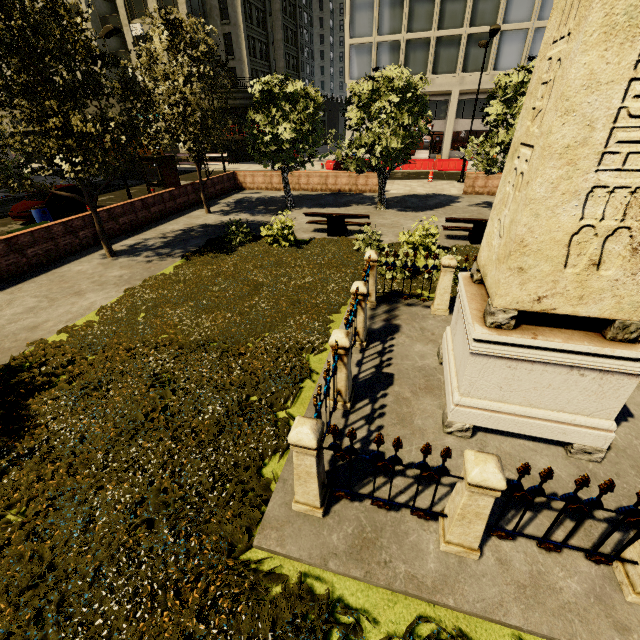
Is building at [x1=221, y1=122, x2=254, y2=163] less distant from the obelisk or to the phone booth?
the phone booth

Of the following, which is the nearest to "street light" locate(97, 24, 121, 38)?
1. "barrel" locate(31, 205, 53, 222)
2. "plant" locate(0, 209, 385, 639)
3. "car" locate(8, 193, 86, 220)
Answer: "car" locate(8, 193, 86, 220)

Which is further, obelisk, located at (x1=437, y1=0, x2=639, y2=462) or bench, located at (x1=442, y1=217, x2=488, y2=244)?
bench, located at (x1=442, y1=217, x2=488, y2=244)

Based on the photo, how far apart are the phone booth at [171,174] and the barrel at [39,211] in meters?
4.5 m

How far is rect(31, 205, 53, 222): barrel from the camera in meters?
14.7

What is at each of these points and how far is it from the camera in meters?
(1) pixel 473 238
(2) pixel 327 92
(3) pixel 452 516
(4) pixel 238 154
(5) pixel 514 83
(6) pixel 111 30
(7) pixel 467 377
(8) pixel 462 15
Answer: (1) bench, 11.8
(2) building, 57.2
(3) fence, 3.3
(4) building, 38.2
(5) tree, 12.5
(6) street light, 14.7
(7) obelisk, 4.2
(8) building, 26.4

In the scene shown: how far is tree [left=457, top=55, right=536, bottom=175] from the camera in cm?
1234

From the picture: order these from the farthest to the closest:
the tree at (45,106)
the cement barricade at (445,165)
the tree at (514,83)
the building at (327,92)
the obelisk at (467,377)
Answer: the building at (327,92) < the cement barricade at (445,165) < the tree at (514,83) < the tree at (45,106) < the obelisk at (467,377)
